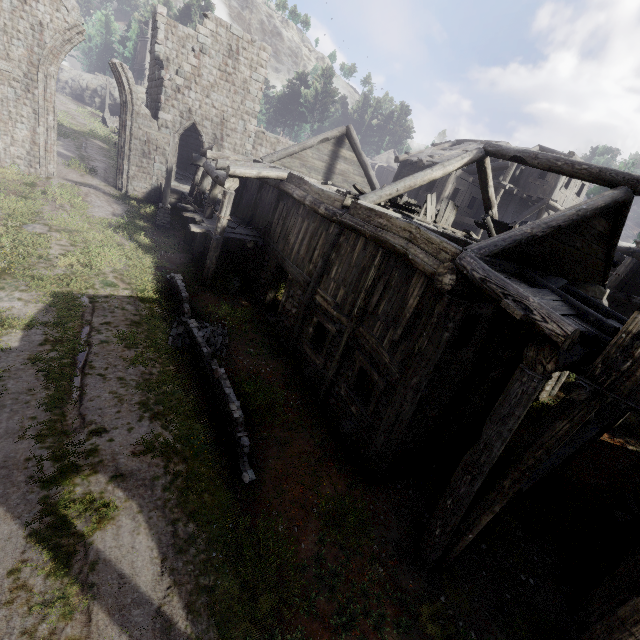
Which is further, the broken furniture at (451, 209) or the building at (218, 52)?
the broken furniture at (451, 209)

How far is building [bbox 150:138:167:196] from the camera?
20.2m

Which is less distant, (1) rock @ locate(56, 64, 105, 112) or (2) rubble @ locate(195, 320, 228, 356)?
(2) rubble @ locate(195, 320, 228, 356)

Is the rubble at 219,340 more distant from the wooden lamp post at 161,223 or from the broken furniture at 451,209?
the wooden lamp post at 161,223

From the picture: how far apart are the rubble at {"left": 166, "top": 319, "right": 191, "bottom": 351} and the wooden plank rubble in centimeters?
1528cm

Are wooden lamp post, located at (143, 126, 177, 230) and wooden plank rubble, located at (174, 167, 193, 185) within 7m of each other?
yes

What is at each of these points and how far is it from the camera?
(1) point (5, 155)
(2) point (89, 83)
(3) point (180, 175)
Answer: (1) column, 16.72m
(2) rock, 46.06m
(3) wooden plank rubble, 24.53m
